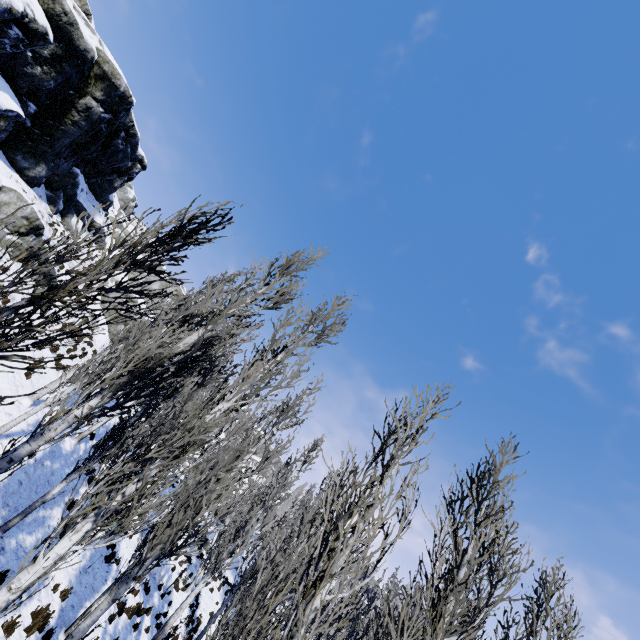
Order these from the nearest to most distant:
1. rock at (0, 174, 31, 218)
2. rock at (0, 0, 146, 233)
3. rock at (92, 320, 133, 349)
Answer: rock at (0, 0, 146, 233), rock at (0, 174, 31, 218), rock at (92, 320, 133, 349)

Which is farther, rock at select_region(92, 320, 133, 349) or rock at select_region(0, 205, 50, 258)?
rock at select_region(92, 320, 133, 349)

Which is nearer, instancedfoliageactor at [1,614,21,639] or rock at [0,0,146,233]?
instancedfoliageactor at [1,614,21,639]

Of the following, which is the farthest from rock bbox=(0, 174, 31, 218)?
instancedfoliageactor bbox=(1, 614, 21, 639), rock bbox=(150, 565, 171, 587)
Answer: rock bbox=(150, 565, 171, 587)

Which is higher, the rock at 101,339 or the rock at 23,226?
the rock at 101,339

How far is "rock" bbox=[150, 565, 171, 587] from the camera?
18.3m

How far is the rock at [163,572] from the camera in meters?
18.3

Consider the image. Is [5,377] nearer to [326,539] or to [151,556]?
[151,556]
